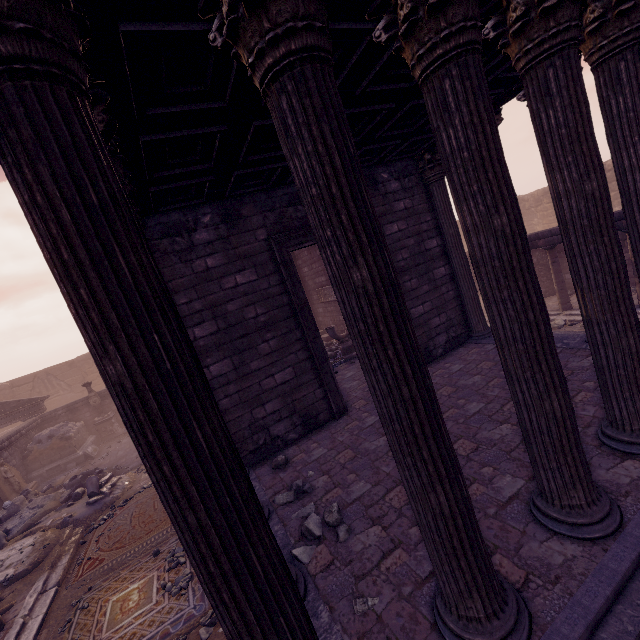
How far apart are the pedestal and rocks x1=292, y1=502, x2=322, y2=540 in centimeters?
1729cm

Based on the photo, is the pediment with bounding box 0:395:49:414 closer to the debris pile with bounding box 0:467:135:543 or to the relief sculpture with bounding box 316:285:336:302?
the debris pile with bounding box 0:467:135:543

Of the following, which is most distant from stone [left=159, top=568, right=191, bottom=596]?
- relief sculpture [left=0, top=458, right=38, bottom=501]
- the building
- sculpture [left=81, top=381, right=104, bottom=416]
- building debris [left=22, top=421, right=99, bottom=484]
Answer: sculpture [left=81, top=381, right=104, bottom=416]

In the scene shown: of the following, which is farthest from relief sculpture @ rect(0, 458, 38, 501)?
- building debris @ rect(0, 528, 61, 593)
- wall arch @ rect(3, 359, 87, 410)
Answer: wall arch @ rect(3, 359, 87, 410)

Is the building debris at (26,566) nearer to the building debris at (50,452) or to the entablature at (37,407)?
the building debris at (50,452)

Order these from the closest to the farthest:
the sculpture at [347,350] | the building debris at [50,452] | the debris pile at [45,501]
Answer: the debris pile at [45,501] → the sculpture at [347,350] → the building debris at [50,452]

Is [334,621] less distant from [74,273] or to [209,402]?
[209,402]

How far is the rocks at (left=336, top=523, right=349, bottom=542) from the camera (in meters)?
3.81
